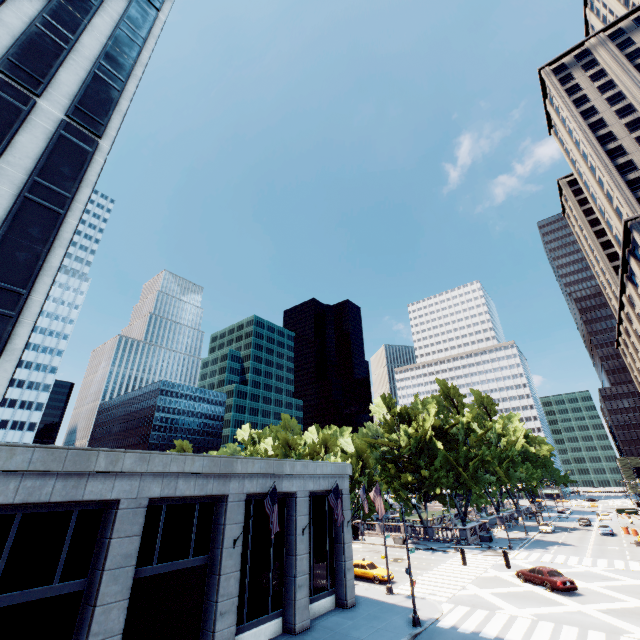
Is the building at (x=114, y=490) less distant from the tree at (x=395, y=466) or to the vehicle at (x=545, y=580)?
the vehicle at (x=545, y=580)

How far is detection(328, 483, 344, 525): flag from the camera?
20.9 meters

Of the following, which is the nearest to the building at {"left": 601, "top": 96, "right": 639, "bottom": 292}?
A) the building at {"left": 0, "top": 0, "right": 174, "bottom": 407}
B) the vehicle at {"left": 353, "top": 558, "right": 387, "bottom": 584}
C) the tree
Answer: the tree

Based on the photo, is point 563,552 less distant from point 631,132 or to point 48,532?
point 48,532

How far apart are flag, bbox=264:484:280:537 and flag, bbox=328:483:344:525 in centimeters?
560cm

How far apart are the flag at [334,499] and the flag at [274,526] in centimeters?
560cm

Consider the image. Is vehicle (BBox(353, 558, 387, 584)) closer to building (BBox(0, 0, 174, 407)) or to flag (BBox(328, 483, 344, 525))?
building (BBox(0, 0, 174, 407))

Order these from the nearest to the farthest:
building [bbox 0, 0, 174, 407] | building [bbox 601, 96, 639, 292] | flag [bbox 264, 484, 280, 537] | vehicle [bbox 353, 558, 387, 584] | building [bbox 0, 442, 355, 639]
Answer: building [bbox 0, 442, 355, 639] < building [bbox 0, 0, 174, 407] < flag [bbox 264, 484, 280, 537] < vehicle [bbox 353, 558, 387, 584] < building [bbox 601, 96, 639, 292]
